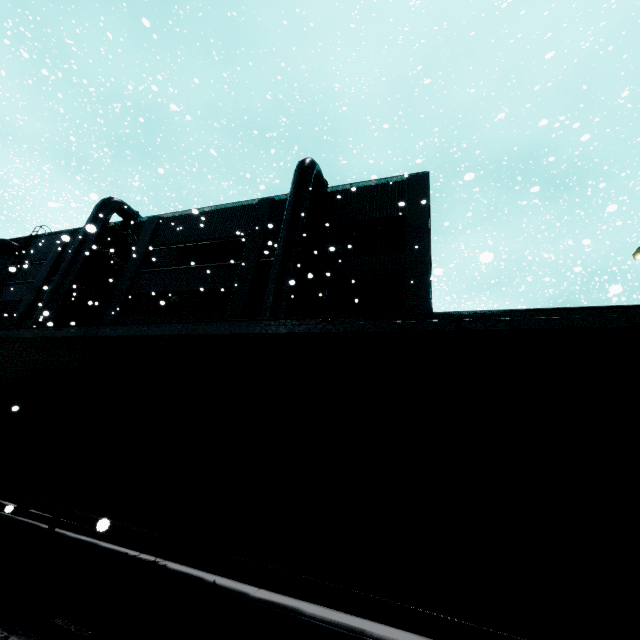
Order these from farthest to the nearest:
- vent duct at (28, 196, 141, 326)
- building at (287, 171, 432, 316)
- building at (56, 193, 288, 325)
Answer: vent duct at (28, 196, 141, 326), building at (56, 193, 288, 325), building at (287, 171, 432, 316)

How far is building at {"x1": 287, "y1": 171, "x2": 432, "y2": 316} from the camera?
12.8m

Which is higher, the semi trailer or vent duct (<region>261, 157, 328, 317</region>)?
vent duct (<region>261, 157, 328, 317</region>)

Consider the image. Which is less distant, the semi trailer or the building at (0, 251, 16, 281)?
the semi trailer

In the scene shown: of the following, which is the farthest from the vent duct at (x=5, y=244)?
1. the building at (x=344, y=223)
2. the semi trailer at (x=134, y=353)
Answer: the semi trailer at (x=134, y=353)

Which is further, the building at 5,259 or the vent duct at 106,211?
the building at 5,259

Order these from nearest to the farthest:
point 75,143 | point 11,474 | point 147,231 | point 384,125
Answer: point 11,474
point 384,125
point 147,231
point 75,143
